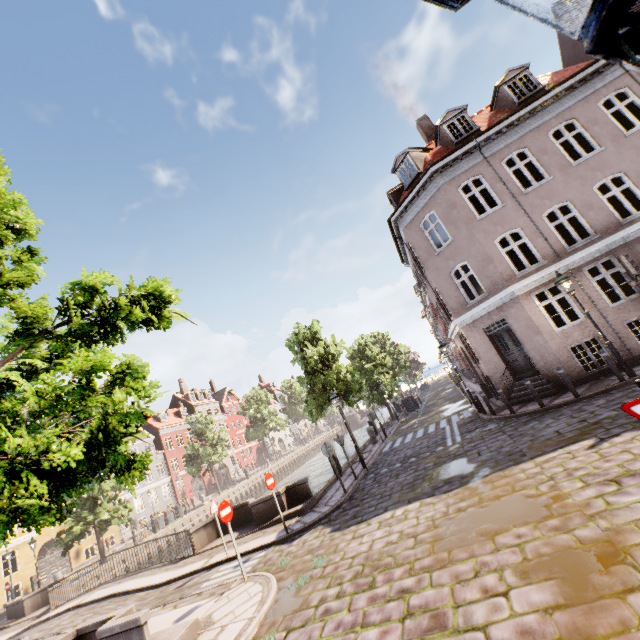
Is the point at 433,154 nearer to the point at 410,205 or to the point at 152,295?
the point at 410,205

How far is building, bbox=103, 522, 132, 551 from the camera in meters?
32.8

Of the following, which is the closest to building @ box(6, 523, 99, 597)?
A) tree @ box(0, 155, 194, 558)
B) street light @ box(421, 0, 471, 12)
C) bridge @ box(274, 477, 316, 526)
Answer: street light @ box(421, 0, 471, 12)

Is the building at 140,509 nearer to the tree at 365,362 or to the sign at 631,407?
the sign at 631,407

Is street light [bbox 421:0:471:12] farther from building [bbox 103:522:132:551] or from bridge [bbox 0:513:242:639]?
bridge [bbox 0:513:242:639]

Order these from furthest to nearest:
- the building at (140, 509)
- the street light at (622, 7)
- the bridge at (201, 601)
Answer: the building at (140, 509) < the bridge at (201, 601) < the street light at (622, 7)

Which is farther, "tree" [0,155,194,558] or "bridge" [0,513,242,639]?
"bridge" [0,513,242,639]

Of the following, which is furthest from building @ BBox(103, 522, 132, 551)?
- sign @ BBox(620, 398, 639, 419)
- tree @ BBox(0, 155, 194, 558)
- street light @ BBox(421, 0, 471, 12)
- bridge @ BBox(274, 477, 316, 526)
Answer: bridge @ BBox(274, 477, 316, 526)
